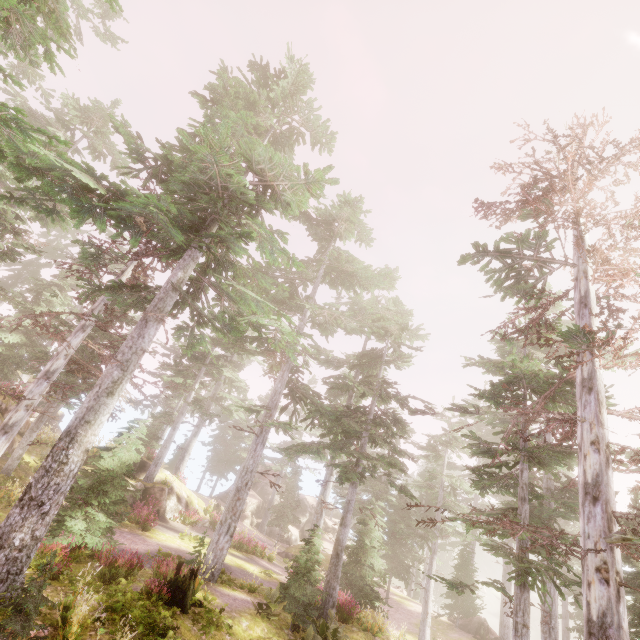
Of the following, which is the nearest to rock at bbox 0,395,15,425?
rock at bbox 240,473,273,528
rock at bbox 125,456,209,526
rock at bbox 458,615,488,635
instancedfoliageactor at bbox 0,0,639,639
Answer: instancedfoliageactor at bbox 0,0,639,639

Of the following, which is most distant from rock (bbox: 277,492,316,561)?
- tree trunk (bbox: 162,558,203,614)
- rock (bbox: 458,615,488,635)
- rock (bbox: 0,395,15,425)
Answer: tree trunk (bbox: 162,558,203,614)

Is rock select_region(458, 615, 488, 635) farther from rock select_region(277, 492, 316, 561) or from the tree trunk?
the tree trunk

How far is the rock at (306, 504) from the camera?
30.27m

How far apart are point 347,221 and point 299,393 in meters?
11.8

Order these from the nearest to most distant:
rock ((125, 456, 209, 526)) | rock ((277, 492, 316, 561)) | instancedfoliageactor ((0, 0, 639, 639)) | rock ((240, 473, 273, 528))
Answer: instancedfoliageactor ((0, 0, 639, 639)) < rock ((125, 456, 209, 526)) < rock ((277, 492, 316, 561)) < rock ((240, 473, 273, 528))

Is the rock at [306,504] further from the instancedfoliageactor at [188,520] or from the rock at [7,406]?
the rock at [7,406]

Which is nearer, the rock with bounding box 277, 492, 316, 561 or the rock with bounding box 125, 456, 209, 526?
the rock with bounding box 125, 456, 209, 526
